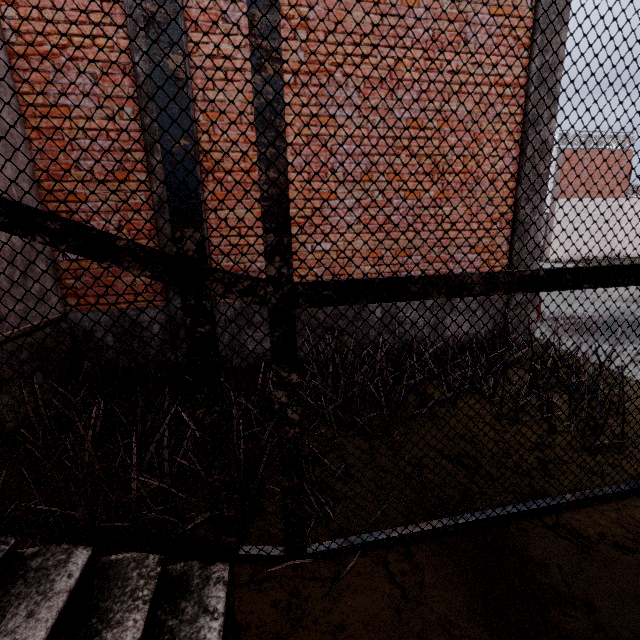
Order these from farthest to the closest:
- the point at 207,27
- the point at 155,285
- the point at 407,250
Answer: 1. the point at 407,250
2. the point at 155,285
3. the point at 207,27
